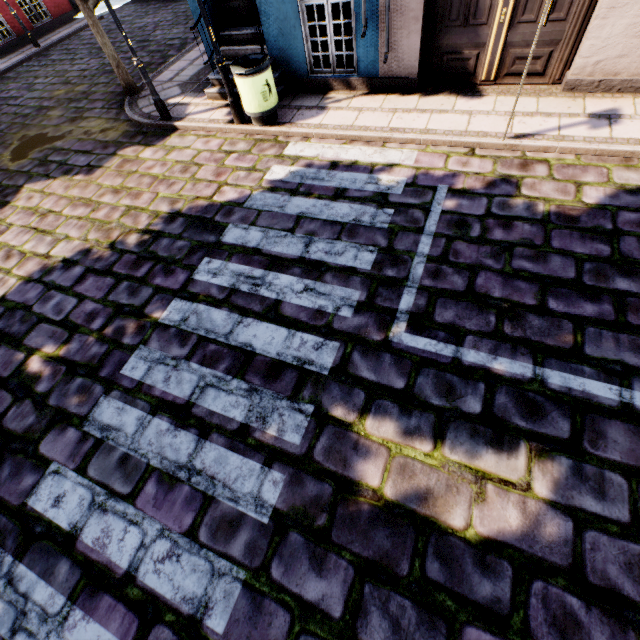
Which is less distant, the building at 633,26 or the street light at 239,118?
the building at 633,26

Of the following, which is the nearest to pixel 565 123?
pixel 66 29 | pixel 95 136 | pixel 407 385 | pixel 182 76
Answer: pixel 407 385

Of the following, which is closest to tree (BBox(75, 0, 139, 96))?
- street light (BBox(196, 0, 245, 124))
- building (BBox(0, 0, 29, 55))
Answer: building (BBox(0, 0, 29, 55))

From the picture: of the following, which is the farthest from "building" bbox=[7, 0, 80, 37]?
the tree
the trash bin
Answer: the tree

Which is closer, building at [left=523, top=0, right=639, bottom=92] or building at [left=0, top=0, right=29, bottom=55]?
building at [left=523, top=0, right=639, bottom=92]

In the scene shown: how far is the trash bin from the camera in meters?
5.7 m

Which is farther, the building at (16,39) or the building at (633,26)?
the building at (16,39)
